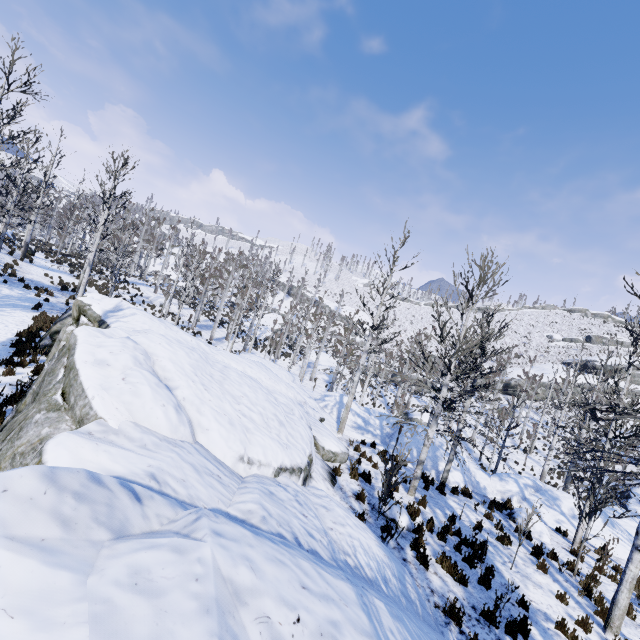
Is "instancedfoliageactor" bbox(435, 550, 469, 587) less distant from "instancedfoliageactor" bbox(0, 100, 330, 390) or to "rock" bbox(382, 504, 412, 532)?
"rock" bbox(382, 504, 412, 532)

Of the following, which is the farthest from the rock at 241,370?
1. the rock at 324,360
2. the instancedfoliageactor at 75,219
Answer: the rock at 324,360

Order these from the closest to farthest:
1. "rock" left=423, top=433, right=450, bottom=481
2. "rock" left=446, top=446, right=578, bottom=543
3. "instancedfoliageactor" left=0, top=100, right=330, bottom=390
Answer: "rock" left=446, top=446, right=578, bottom=543
"rock" left=423, top=433, right=450, bottom=481
"instancedfoliageactor" left=0, top=100, right=330, bottom=390

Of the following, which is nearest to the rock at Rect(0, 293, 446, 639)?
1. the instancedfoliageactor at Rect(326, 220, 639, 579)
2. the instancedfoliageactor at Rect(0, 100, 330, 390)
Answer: the instancedfoliageactor at Rect(326, 220, 639, 579)

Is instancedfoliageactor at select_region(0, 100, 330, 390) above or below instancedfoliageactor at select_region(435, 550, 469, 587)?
above

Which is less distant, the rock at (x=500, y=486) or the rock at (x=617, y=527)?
the rock at (x=500, y=486)

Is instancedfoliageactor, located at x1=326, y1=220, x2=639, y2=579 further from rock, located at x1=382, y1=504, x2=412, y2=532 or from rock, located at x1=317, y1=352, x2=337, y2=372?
rock, located at x1=317, y1=352, x2=337, y2=372

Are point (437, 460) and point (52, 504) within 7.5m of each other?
no
